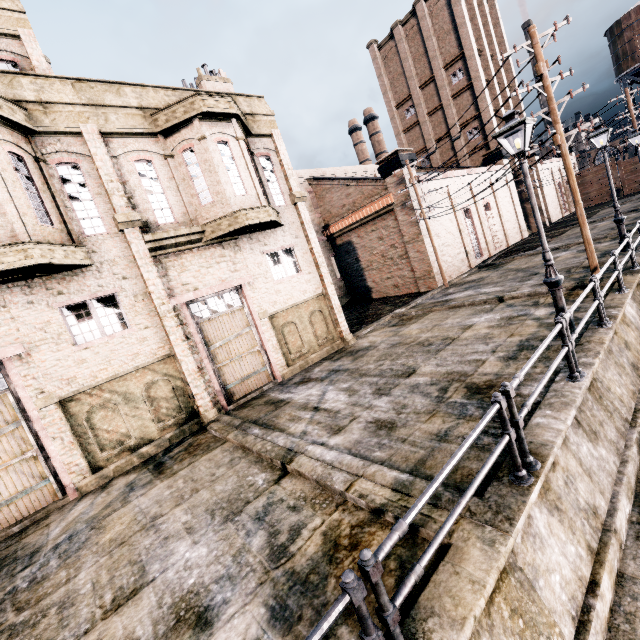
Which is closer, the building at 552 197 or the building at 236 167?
the building at 236 167

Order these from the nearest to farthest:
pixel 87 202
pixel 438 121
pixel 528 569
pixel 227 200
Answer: pixel 528 569 → pixel 87 202 → pixel 227 200 → pixel 438 121

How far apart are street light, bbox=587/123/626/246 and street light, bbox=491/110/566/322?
10.0m

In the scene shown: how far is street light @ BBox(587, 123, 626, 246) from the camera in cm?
1426

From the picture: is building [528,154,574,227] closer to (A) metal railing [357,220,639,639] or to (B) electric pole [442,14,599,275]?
(B) electric pole [442,14,599,275]

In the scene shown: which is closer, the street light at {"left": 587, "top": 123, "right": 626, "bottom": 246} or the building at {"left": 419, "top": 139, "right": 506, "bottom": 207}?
the street light at {"left": 587, "top": 123, "right": 626, "bottom": 246}

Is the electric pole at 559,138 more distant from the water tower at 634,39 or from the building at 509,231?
the water tower at 634,39

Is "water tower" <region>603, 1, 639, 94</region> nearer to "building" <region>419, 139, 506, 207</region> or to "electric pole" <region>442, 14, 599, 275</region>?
"building" <region>419, 139, 506, 207</region>
